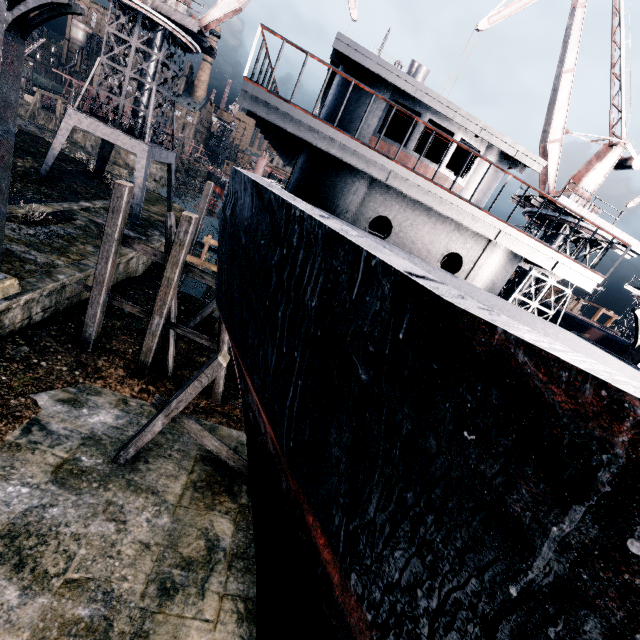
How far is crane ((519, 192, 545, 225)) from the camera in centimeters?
2388cm

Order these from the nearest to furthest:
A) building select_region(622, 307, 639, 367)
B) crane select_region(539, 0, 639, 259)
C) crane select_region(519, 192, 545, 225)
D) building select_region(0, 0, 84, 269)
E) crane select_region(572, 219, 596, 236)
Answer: building select_region(0, 0, 84, 269) → building select_region(622, 307, 639, 367) → crane select_region(539, 0, 639, 259) → crane select_region(572, 219, 596, 236) → crane select_region(519, 192, 545, 225)

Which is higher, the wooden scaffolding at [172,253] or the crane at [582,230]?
the crane at [582,230]

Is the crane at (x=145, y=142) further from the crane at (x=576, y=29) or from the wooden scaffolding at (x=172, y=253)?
the wooden scaffolding at (x=172, y=253)

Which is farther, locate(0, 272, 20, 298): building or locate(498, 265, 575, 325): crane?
locate(498, 265, 575, 325): crane

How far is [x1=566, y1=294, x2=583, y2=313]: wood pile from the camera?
38.8m

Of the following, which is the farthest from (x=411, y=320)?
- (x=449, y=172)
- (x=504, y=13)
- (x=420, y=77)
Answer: → (x=504, y=13)
